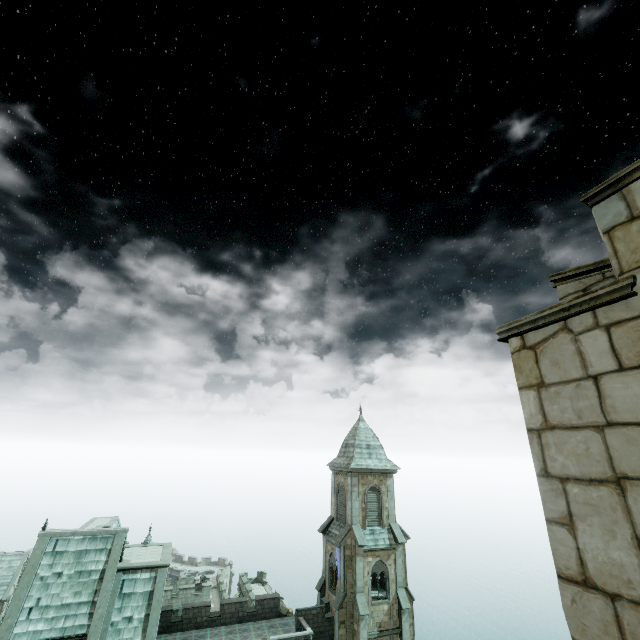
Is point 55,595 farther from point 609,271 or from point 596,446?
point 609,271

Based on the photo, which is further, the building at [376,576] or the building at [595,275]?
the building at [376,576]

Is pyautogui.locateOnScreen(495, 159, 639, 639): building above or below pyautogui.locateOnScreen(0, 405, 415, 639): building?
above

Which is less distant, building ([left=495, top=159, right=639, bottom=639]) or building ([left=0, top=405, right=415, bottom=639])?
building ([left=495, top=159, right=639, bottom=639])

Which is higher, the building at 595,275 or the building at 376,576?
the building at 595,275
